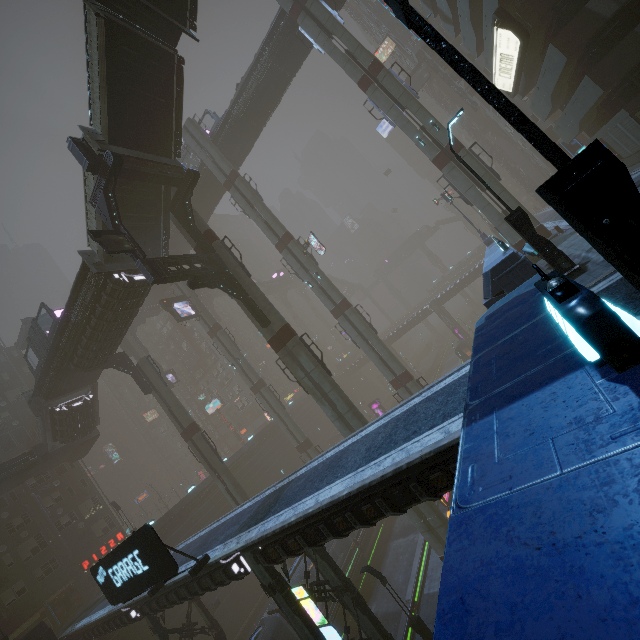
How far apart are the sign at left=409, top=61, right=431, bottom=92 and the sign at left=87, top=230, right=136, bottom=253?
52.1m

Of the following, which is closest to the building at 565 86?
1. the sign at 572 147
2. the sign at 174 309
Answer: the sign at 572 147

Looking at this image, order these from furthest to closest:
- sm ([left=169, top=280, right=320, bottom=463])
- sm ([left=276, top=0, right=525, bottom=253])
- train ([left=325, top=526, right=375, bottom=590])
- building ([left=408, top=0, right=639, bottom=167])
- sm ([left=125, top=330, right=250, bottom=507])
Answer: sm ([left=169, top=280, right=320, bottom=463]) < sm ([left=125, top=330, right=250, bottom=507]) < train ([left=325, top=526, right=375, bottom=590]) < sm ([left=276, top=0, right=525, bottom=253]) < building ([left=408, top=0, right=639, bottom=167])

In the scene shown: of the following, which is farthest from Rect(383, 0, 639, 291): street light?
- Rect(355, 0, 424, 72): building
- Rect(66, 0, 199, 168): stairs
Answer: Rect(66, 0, 199, 168): stairs

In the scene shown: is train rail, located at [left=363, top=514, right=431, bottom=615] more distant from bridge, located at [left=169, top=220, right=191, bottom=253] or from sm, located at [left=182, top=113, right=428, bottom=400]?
bridge, located at [left=169, top=220, right=191, bottom=253]

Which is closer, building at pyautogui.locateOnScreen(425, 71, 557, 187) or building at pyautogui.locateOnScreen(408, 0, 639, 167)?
building at pyautogui.locateOnScreen(408, 0, 639, 167)

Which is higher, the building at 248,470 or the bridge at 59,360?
the bridge at 59,360

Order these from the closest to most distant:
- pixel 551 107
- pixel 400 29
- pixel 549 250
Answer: pixel 549 250 < pixel 551 107 < pixel 400 29
